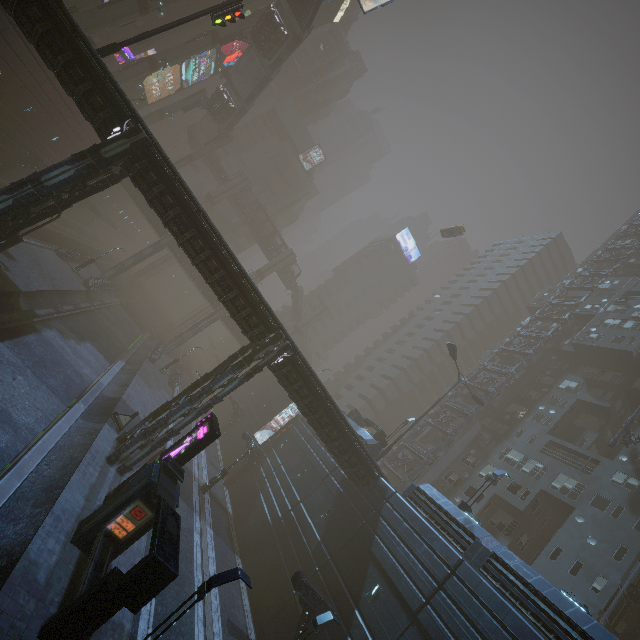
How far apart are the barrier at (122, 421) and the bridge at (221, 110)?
48.79m

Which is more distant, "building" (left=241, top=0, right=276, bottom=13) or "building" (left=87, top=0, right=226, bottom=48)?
"building" (left=241, top=0, right=276, bottom=13)

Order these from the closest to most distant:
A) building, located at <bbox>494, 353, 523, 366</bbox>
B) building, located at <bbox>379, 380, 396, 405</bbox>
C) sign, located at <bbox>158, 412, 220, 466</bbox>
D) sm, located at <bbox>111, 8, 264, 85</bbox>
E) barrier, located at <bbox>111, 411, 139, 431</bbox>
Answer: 1. sign, located at <bbox>158, 412, 220, 466</bbox>
2. barrier, located at <bbox>111, 411, 139, 431</bbox>
3. sm, located at <bbox>111, 8, 264, 85</bbox>
4. building, located at <bbox>494, 353, 523, 366</bbox>
5. building, located at <bbox>379, 380, 396, 405</bbox>

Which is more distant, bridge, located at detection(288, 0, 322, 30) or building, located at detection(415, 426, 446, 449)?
building, located at detection(415, 426, 446, 449)

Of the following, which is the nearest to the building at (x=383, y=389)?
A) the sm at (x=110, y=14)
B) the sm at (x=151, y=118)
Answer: the sm at (x=110, y=14)

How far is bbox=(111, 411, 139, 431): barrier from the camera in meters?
21.3 m

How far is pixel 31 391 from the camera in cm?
1789

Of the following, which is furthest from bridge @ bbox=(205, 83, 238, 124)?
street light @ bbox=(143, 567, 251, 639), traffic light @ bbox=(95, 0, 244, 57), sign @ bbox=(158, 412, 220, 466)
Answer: street light @ bbox=(143, 567, 251, 639)
